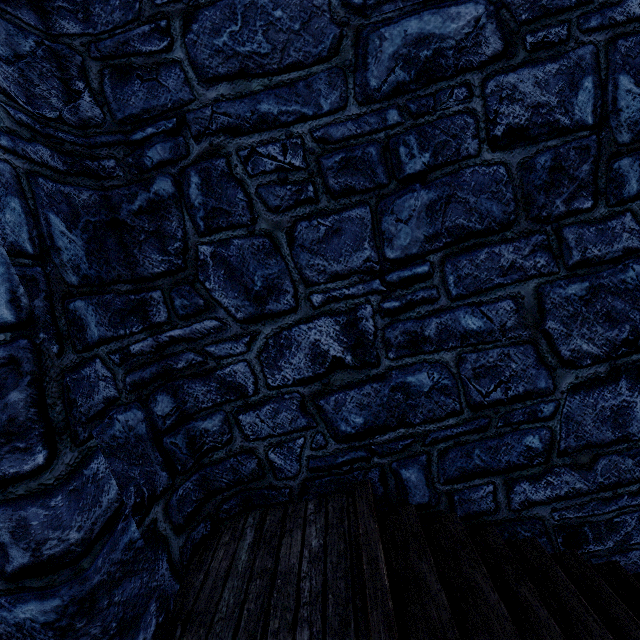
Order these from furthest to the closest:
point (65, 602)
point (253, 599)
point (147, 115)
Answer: point (147, 115), point (253, 599), point (65, 602)
